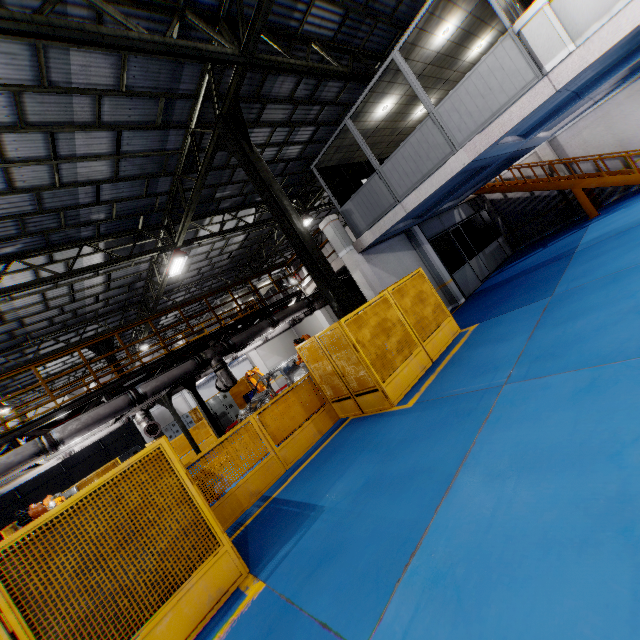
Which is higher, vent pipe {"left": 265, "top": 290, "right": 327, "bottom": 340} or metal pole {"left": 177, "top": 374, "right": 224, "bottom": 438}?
vent pipe {"left": 265, "top": 290, "right": 327, "bottom": 340}

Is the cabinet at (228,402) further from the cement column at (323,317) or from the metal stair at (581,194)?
the metal stair at (581,194)

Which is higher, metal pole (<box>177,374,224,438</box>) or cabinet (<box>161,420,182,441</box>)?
metal pole (<box>177,374,224,438</box>)

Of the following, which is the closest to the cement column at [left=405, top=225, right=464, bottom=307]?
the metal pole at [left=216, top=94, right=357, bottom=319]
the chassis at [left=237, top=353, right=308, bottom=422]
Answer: the chassis at [left=237, top=353, right=308, bottom=422]

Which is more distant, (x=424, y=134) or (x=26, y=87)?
(x=424, y=134)

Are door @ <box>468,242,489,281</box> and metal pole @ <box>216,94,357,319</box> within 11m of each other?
yes

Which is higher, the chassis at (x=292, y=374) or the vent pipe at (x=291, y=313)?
the vent pipe at (x=291, y=313)

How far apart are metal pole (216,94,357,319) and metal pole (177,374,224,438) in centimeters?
499cm
